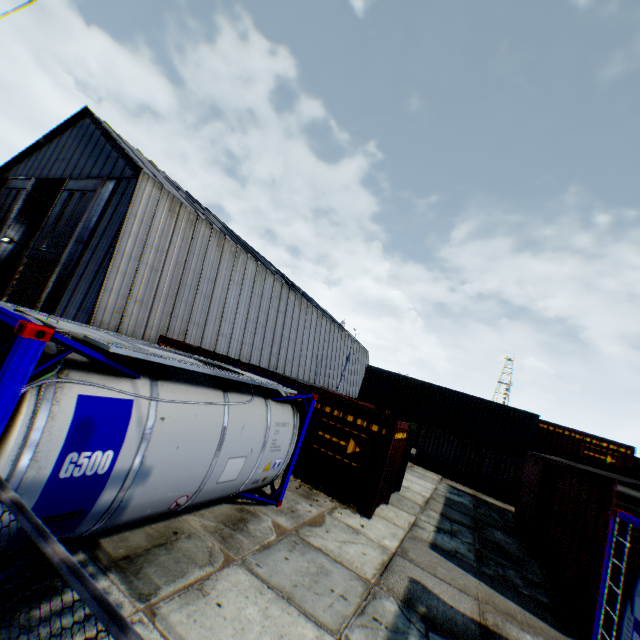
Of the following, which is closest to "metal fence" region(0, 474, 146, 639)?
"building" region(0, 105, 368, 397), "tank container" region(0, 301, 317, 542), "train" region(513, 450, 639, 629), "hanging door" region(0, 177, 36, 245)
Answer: "tank container" region(0, 301, 317, 542)

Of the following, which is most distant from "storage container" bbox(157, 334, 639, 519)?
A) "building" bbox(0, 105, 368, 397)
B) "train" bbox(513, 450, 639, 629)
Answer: "building" bbox(0, 105, 368, 397)

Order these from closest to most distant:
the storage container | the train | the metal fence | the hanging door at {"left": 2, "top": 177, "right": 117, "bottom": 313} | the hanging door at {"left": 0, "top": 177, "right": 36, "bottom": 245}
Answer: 1. the metal fence
2. the train
3. the storage container
4. the hanging door at {"left": 2, "top": 177, "right": 117, "bottom": 313}
5. the hanging door at {"left": 0, "top": 177, "right": 36, "bottom": 245}

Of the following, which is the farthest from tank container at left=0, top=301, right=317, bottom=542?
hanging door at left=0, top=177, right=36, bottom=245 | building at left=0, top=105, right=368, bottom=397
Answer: hanging door at left=0, top=177, right=36, bottom=245

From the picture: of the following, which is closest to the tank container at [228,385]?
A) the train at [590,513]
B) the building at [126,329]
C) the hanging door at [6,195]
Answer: the train at [590,513]

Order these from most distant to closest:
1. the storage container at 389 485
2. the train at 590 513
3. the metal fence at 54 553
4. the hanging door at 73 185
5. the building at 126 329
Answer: the hanging door at 73 185, the building at 126 329, the storage container at 389 485, the train at 590 513, the metal fence at 54 553

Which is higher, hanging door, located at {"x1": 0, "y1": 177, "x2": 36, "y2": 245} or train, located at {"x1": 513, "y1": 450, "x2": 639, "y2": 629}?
hanging door, located at {"x1": 0, "y1": 177, "x2": 36, "y2": 245}

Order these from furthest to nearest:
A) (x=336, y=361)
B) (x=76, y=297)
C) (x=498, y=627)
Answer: (x=336, y=361) → (x=76, y=297) → (x=498, y=627)
